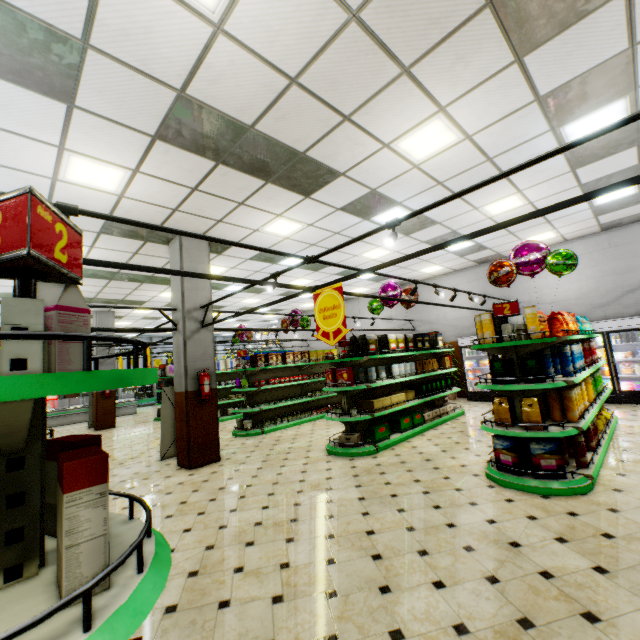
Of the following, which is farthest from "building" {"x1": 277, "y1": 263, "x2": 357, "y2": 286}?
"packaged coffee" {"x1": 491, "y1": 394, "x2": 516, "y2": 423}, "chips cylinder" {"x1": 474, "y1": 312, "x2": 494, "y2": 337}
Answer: "chips cylinder" {"x1": 474, "y1": 312, "x2": 494, "y2": 337}

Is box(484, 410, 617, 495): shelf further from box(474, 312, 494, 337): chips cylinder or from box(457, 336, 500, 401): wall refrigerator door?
box(457, 336, 500, 401): wall refrigerator door

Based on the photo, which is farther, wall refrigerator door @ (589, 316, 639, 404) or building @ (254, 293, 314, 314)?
building @ (254, 293, 314, 314)

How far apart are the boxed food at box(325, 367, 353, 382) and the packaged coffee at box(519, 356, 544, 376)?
3.1 meters

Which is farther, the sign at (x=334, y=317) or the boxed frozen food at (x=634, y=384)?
the boxed frozen food at (x=634, y=384)

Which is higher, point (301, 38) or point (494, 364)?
point (301, 38)

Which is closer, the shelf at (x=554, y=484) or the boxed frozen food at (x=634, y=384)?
the shelf at (x=554, y=484)

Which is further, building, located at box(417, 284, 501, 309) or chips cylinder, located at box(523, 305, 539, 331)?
building, located at box(417, 284, 501, 309)
